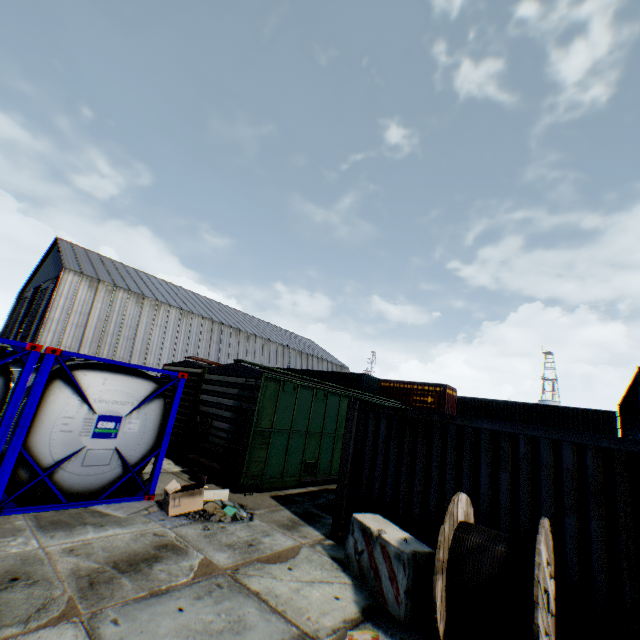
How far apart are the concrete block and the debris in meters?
3.3 m

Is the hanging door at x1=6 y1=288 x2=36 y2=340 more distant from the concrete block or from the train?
the concrete block

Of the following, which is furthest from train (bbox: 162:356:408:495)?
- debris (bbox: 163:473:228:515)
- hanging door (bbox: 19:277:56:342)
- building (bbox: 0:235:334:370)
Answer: hanging door (bbox: 19:277:56:342)

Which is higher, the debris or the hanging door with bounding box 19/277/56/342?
the hanging door with bounding box 19/277/56/342

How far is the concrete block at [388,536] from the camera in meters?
4.7

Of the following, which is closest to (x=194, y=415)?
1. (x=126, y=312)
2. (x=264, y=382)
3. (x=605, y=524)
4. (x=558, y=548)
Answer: (x=264, y=382)

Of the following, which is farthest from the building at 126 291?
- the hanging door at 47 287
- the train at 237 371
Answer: the train at 237 371

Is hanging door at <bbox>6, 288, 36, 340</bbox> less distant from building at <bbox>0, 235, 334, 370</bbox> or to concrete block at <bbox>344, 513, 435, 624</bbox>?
building at <bbox>0, 235, 334, 370</bbox>
